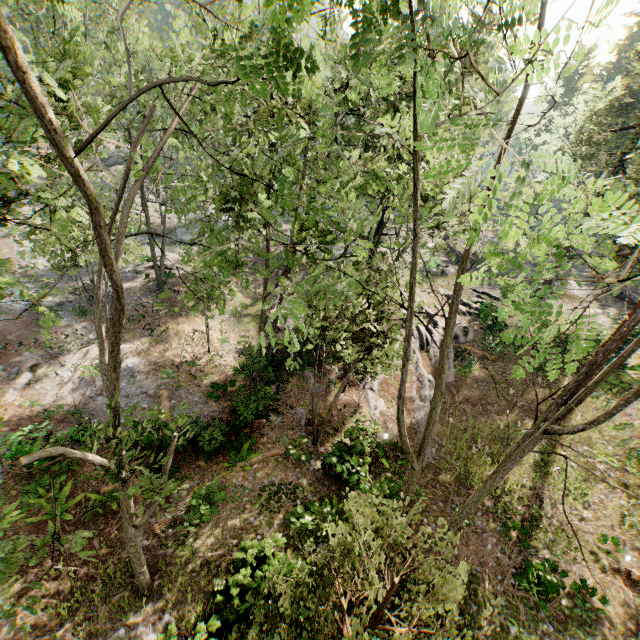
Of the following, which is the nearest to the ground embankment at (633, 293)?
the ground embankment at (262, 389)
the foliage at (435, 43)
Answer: the foliage at (435, 43)

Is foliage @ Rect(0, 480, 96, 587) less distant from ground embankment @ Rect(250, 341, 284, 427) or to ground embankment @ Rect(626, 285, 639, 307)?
A: ground embankment @ Rect(250, 341, 284, 427)

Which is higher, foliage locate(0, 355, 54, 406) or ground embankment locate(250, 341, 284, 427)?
ground embankment locate(250, 341, 284, 427)

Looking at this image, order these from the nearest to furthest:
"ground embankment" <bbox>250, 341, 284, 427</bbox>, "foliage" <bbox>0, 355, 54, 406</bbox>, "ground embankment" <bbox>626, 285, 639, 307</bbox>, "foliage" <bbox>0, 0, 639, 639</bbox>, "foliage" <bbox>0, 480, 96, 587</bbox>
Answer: "foliage" <bbox>0, 0, 639, 639</bbox>
"foliage" <bbox>0, 480, 96, 587</bbox>
"ground embankment" <bbox>250, 341, 284, 427</bbox>
"foliage" <bbox>0, 355, 54, 406</bbox>
"ground embankment" <bbox>626, 285, 639, 307</bbox>

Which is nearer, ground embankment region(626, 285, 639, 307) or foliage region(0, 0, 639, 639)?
foliage region(0, 0, 639, 639)

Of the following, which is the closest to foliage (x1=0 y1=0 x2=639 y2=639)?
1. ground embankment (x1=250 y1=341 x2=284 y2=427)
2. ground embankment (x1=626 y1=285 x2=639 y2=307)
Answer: ground embankment (x1=250 y1=341 x2=284 y2=427)

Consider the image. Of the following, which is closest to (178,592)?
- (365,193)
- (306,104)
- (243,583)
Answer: (243,583)

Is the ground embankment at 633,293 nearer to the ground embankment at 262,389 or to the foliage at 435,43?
the foliage at 435,43
